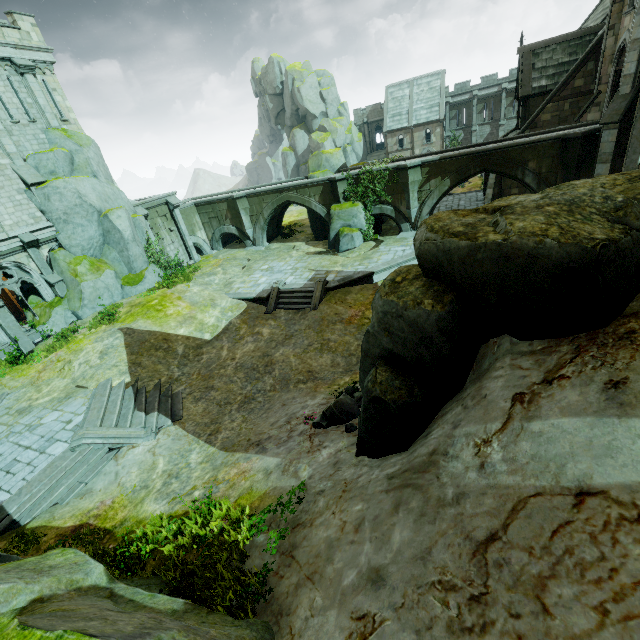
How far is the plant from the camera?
21.5m

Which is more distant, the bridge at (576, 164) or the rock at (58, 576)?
the bridge at (576, 164)

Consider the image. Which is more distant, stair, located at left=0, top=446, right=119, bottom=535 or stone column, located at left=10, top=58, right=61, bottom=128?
stone column, located at left=10, top=58, right=61, bottom=128

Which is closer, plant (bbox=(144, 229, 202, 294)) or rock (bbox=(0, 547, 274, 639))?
rock (bbox=(0, 547, 274, 639))

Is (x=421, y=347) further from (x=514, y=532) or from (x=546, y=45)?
(x=546, y=45)

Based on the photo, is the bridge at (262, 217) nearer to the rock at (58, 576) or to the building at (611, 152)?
the building at (611, 152)

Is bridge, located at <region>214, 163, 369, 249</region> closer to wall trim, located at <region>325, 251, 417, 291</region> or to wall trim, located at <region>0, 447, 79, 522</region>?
wall trim, located at <region>325, 251, 417, 291</region>

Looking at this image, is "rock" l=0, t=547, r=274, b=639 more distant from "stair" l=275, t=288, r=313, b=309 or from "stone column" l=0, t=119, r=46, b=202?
"stone column" l=0, t=119, r=46, b=202
